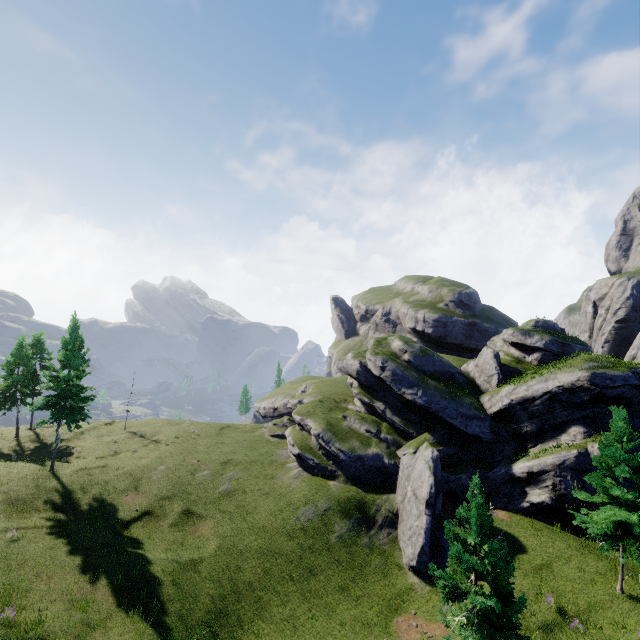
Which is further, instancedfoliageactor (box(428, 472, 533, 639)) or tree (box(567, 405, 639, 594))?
tree (box(567, 405, 639, 594))

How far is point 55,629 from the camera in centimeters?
1620cm

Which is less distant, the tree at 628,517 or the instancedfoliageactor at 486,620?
the instancedfoliageactor at 486,620
